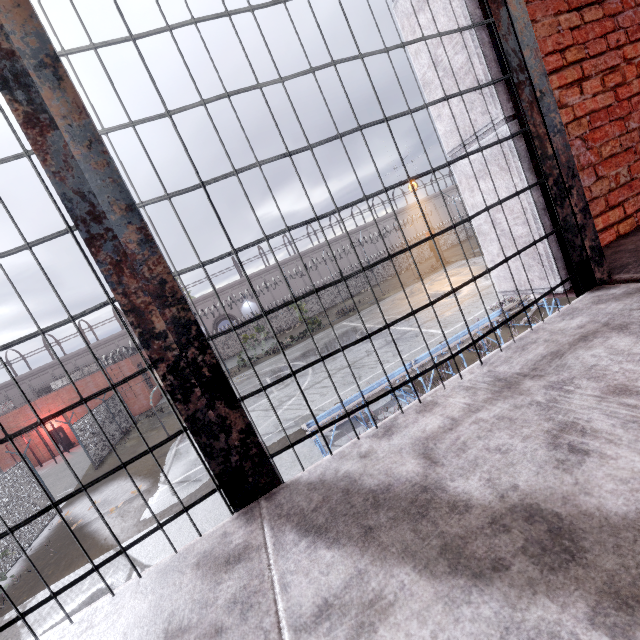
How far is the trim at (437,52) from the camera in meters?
1.8

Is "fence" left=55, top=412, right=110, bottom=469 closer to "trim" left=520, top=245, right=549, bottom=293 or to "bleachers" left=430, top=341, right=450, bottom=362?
"trim" left=520, top=245, right=549, bottom=293

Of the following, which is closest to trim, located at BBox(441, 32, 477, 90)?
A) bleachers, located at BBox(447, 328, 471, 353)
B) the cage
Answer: the cage

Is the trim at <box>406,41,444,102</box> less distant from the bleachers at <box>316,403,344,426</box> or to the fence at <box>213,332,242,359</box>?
the fence at <box>213,332,242,359</box>

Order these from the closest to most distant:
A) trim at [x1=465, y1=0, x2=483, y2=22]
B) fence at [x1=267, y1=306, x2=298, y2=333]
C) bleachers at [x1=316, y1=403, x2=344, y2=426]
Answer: trim at [x1=465, y1=0, x2=483, y2=22], bleachers at [x1=316, y1=403, x2=344, y2=426], fence at [x1=267, y1=306, x2=298, y2=333]

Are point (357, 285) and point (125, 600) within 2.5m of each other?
no

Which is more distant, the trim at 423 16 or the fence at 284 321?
the fence at 284 321

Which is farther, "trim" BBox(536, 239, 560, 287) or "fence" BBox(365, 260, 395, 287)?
"fence" BBox(365, 260, 395, 287)
